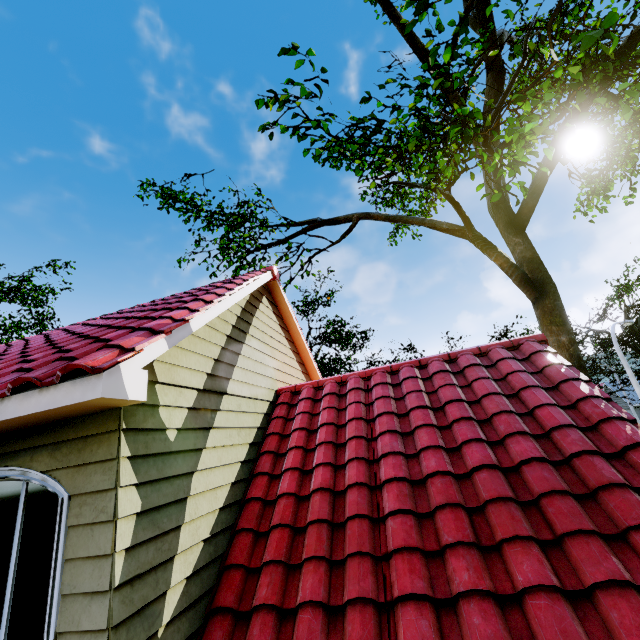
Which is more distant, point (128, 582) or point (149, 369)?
point (149, 369)
